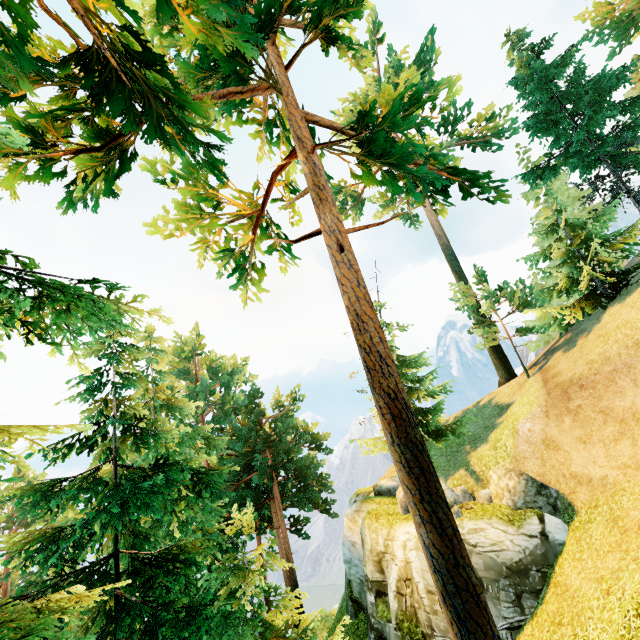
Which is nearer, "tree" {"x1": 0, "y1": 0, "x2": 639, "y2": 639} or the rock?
"tree" {"x1": 0, "y1": 0, "x2": 639, "y2": 639}

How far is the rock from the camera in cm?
1263

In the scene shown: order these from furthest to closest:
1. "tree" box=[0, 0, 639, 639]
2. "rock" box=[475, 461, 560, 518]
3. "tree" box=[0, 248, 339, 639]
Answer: "rock" box=[475, 461, 560, 518], "tree" box=[0, 0, 639, 639], "tree" box=[0, 248, 339, 639]

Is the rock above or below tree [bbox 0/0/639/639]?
below

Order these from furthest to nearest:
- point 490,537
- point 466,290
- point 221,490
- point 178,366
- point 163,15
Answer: point 178,366
point 466,290
point 490,537
point 221,490
point 163,15

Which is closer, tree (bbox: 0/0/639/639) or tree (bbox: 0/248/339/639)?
tree (bbox: 0/248/339/639)

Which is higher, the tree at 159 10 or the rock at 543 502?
the tree at 159 10

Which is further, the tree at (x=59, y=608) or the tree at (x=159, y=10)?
the tree at (x=159, y=10)
